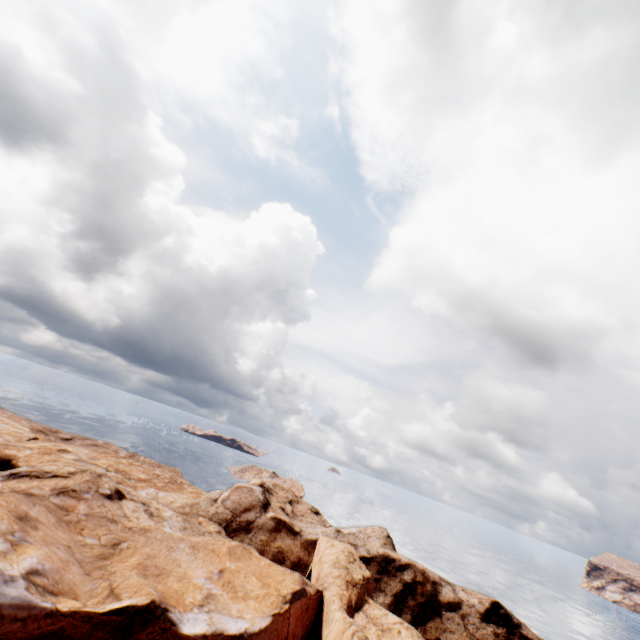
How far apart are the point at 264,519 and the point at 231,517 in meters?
4.1
